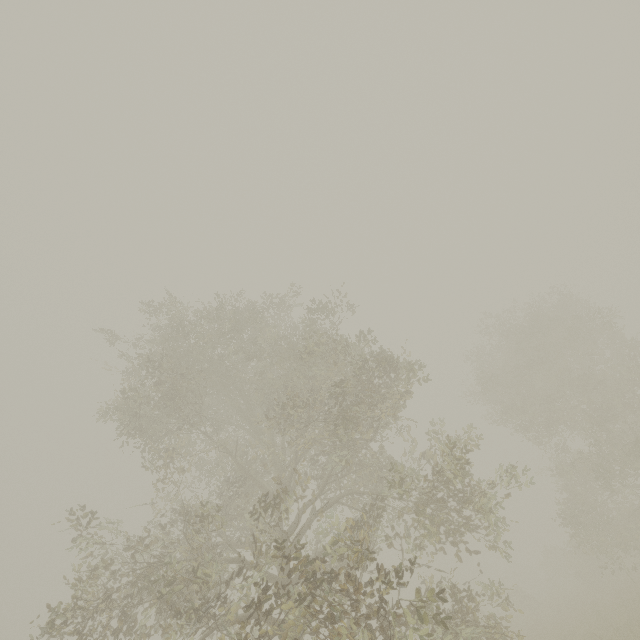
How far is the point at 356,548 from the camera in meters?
6.3 m
